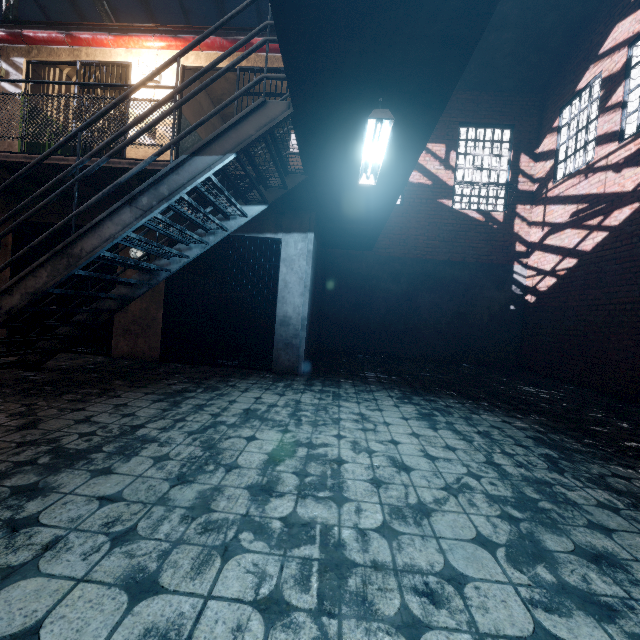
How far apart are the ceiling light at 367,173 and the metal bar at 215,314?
2.48m

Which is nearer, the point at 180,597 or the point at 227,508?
the point at 180,597

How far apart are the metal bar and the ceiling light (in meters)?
2.48

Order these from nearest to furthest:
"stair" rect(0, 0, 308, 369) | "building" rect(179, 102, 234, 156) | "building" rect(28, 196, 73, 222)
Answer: "stair" rect(0, 0, 308, 369) < "building" rect(28, 196, 73, 222) < "building" rect(179, 102, 234, 156)

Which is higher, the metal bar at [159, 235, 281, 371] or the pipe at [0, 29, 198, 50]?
the pipe at [0, 29, 198, 50]

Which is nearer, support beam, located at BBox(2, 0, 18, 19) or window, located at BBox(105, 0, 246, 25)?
support beam, located at BBox(2, 0, 18, 19)

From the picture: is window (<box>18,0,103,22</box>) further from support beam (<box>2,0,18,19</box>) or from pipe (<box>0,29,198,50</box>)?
pipe (<box>0,29,198,50</box>)

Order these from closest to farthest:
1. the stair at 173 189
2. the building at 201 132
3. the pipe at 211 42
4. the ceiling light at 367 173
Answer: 1. the ceiling light at 367 173
2. the stair at 173 189
3. the pipe at 211 42
4. the building at 201 132
